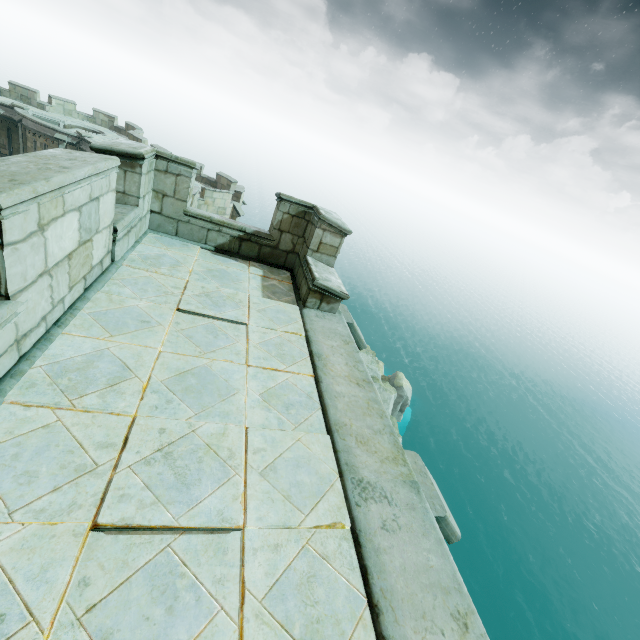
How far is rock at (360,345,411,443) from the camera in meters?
31.0 m

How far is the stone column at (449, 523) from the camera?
2.9 meters

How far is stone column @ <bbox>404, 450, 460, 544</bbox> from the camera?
2.90m

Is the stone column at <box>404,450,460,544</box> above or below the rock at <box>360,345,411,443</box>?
above

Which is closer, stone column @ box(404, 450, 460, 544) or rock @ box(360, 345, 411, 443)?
stone column @ box(404, 450, 460, 544)

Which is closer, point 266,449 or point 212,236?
point 266,449

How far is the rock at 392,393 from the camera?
31.05m
